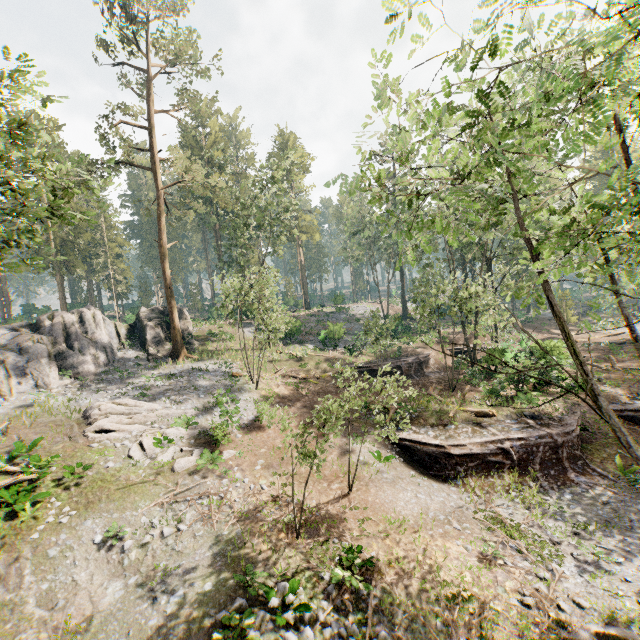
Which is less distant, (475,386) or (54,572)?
(54,572)

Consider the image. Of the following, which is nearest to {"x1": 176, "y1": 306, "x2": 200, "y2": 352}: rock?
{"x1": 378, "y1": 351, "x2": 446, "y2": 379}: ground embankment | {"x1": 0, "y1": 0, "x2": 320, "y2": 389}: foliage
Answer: {"x1": 0, "y1": 0, "x2": 320, "y2": 389}: foliage

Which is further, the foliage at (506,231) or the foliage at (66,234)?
the foliage at (66,234)

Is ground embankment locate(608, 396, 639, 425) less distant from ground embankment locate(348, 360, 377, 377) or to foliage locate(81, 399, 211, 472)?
foliage locate(81, 399, 211, 472)

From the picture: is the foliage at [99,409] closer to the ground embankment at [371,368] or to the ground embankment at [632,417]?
the ground embankment at [632,417]

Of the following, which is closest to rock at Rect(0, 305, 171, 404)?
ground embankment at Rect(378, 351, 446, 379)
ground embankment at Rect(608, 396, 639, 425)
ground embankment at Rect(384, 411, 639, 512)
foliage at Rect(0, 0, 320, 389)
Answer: foliage at Rect(0, 0, 320, 389)

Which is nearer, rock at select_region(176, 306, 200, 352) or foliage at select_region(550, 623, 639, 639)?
foliage at select_region(550, 623, 639, 639)
